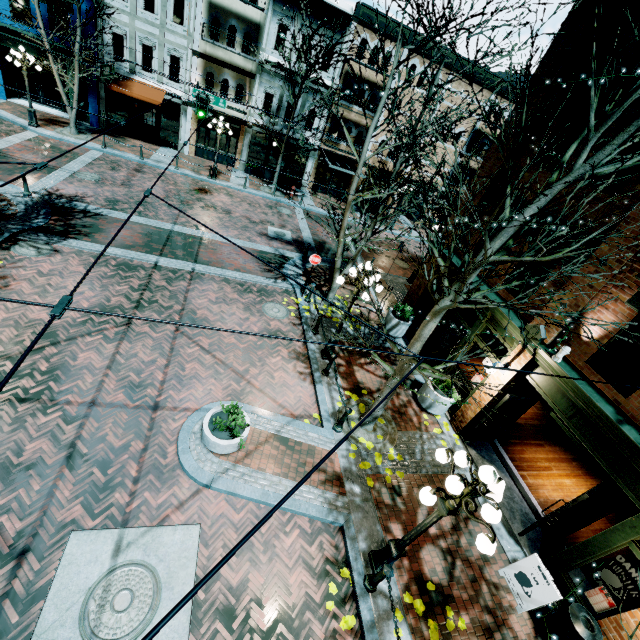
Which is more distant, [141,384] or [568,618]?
[141,384]

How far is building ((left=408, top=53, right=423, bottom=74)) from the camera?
22.6 meters

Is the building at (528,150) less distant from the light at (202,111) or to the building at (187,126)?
the light at (202,111)

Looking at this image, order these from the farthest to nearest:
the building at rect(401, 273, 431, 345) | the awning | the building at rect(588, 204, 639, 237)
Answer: the awning
the building at rect(401, 273, 431, 345)
the building at rect(588, 204, 639, 237)

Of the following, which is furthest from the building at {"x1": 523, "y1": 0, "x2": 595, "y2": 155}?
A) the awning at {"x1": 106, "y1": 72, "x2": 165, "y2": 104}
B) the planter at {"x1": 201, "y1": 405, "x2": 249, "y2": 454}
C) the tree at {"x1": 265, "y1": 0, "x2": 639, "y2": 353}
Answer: the awning at {"x1": 106, "y1": 72, "x2": 165, "y2": 104}

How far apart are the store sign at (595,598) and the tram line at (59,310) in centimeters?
985cm

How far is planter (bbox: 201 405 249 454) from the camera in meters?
6.8

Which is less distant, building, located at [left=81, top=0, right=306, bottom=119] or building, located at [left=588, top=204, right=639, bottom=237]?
building, located at [left=588, top=204, right=639, bottom=237]
